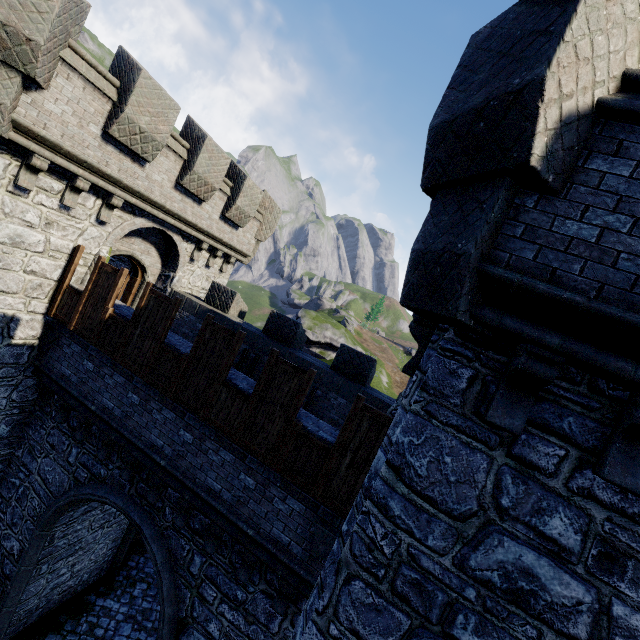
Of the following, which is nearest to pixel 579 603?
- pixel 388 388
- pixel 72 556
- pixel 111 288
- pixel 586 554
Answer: pixel 586 554

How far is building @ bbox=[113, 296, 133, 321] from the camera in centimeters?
870cm

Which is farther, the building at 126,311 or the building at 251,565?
the building at 126,311

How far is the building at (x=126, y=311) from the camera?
8.7m

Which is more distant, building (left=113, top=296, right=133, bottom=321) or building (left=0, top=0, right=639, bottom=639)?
building (left=113, top=296, right=133, bottom=321)
